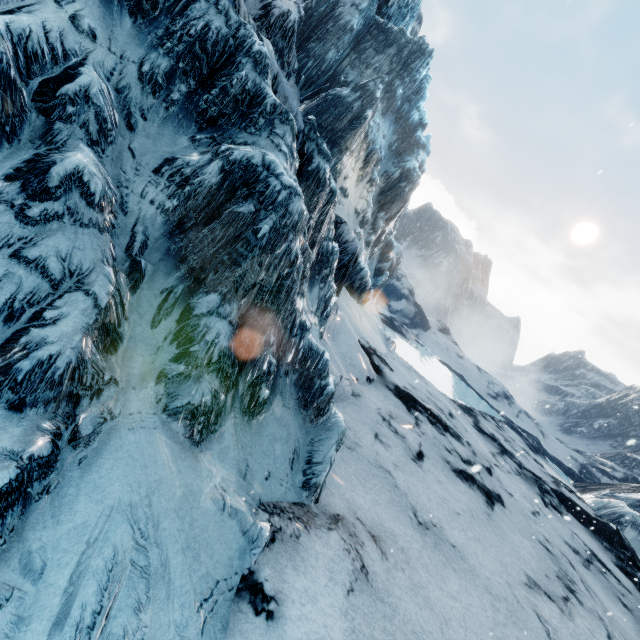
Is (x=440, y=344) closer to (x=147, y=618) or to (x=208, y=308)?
(x=208, y=308)
